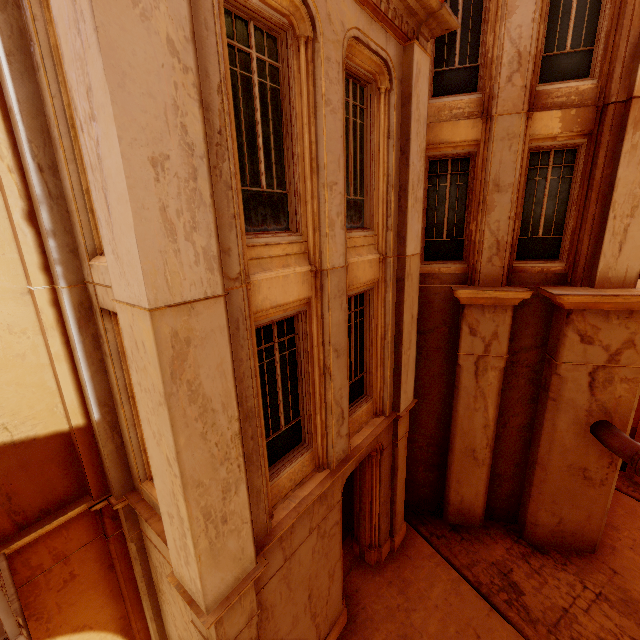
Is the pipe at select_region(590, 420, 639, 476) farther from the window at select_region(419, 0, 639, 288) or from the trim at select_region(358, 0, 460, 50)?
the trim at select_region(358, 0, 460, 50)

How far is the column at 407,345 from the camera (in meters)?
6.13

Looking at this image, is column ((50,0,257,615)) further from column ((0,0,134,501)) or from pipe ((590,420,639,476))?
pipe ((590,420,639,476))

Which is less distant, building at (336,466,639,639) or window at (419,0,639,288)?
window at (419,0,639,288)

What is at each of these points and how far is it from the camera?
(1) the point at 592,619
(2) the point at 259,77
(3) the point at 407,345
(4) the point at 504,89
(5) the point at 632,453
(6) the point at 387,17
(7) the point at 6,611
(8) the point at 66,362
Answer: (1) building, 7.59m
(2) window, 4.18m
(3) column, 7.70m
(4) window, 6.98m
(5) pipe, 7.00m
(6) trim, 5.31m
(7) railing, 3.61m
(8) column, 5.08m

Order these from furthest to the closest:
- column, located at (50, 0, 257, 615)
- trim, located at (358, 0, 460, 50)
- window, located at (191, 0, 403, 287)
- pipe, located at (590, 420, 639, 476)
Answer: pipe, located at (590, 420, 639, 476) → trim, located at (358, 0, 460, 50) → window, located at (191, 0, 403, 287) → column, located at (50, 0, 257, 615)

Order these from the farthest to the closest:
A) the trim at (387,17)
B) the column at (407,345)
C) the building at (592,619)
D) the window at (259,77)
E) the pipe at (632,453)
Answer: the building at (592,619)
the pipe at (632,453)
the column at (407,345)
the trim at (387,17)
the window at (259,77)

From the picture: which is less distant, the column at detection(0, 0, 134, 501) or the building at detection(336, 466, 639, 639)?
the column at detection(0, 0, 134, 501)
